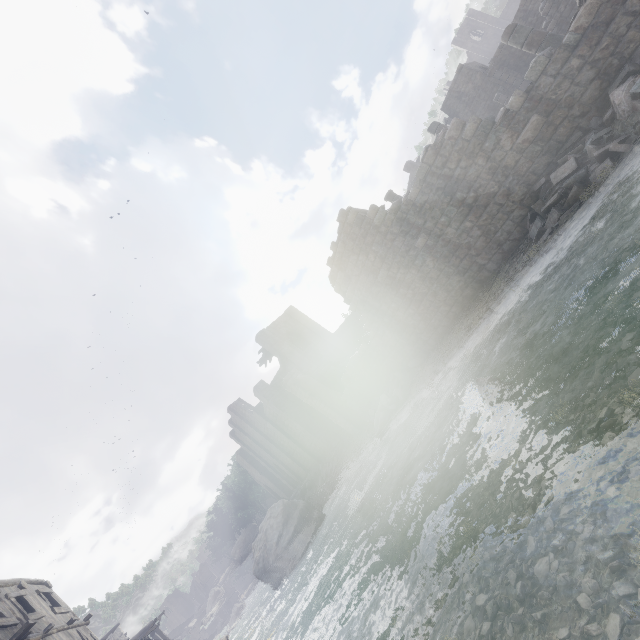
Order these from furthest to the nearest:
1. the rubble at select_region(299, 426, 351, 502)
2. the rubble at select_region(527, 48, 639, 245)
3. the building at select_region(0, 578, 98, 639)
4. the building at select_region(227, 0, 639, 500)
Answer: the rubble at select_region(299, 426, 351, 502)
the building at select_region(0, 578, 98, 639)
the building at select_region(227, 0, 639, 500)
the rubble at select_region(527, 48, 639, 245)

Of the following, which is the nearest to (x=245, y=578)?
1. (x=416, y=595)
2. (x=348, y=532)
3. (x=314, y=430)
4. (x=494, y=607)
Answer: (x=314, y=430)

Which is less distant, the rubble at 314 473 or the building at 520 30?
the building at 520 30

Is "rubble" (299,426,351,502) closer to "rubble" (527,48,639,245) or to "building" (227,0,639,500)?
"building" (227,0,639,500)

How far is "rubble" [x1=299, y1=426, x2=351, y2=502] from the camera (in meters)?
26.95

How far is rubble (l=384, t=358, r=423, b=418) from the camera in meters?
17.1 m

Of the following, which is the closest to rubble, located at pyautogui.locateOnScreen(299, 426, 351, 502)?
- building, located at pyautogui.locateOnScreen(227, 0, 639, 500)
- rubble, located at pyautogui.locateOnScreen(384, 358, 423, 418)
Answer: building, located at pyautogui.locateOnScreen(227, 0, 639, 500)

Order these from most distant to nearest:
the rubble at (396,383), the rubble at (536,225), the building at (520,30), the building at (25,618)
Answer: the rubble at (396,383), the building at (25,618), the building at (520,30), the rubble at (536,225)
